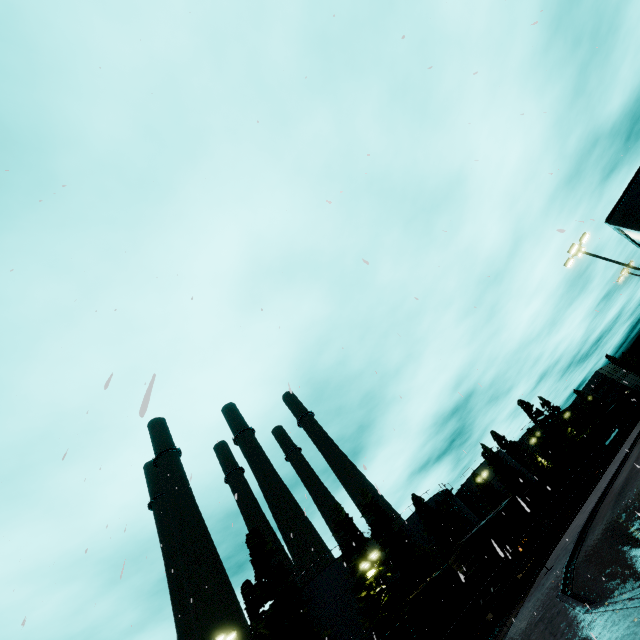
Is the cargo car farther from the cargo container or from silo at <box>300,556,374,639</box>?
the cargo container

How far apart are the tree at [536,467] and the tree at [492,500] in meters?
12.9

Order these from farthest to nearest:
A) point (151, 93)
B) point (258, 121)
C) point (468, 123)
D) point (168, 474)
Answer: point (168, 474), point (468, 123), point (151, 93), point (258, 121)

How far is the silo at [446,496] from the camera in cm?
5013

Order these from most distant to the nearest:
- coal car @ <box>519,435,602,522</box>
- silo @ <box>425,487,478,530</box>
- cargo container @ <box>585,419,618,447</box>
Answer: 1. cargo container @ <box>585,419,618,447</box>
2. silo @ <box>425,487,478,530</box>
3. coal car @ <box>519,435,602,522</box>

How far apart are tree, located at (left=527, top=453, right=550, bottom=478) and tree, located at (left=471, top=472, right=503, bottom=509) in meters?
12.9 m

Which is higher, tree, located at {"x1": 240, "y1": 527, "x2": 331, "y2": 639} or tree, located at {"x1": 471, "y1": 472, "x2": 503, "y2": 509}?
tree, located at {"x1": 240, "y1": 527, "x2": 331, "y2": 639}

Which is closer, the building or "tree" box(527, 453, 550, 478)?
the building
